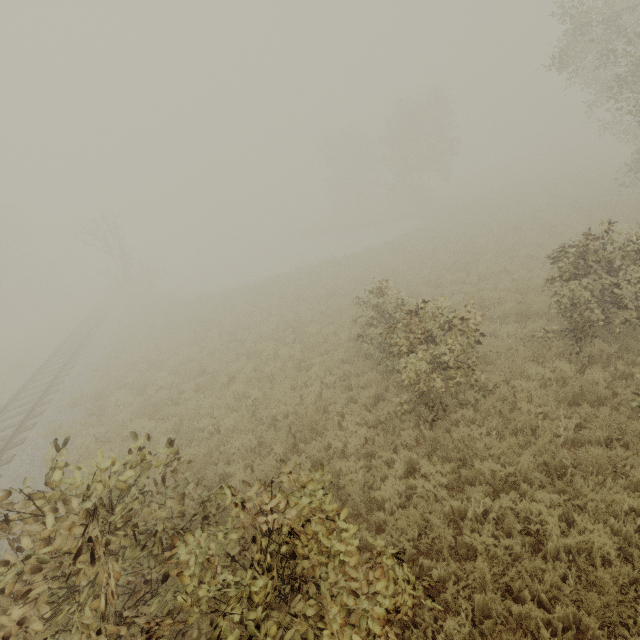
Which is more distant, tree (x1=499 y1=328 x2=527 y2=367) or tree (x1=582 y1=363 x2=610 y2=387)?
tree (x1=499 y1=328 x2=527 y2=367)

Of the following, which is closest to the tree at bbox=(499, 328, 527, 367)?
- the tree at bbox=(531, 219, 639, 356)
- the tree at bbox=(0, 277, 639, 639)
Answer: the tree at bbox=(531, 219, 639, 356)

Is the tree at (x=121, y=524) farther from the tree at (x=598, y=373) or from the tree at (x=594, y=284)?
the tree at (x=598, y=373)

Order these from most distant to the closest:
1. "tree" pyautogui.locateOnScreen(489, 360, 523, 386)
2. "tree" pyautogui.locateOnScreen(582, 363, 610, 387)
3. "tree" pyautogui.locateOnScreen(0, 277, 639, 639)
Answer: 1. "tree" pyautogui.locateOnScreen(489, 360, 523, 386)
2. "tree" pyautogui.locateOnScreen(582, 363, 610, 387)
3. "tree" pyautogui.locateOnScreen(0, 277, 639, 639)

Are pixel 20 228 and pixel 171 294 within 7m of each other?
no

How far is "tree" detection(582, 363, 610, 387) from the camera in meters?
6.7
